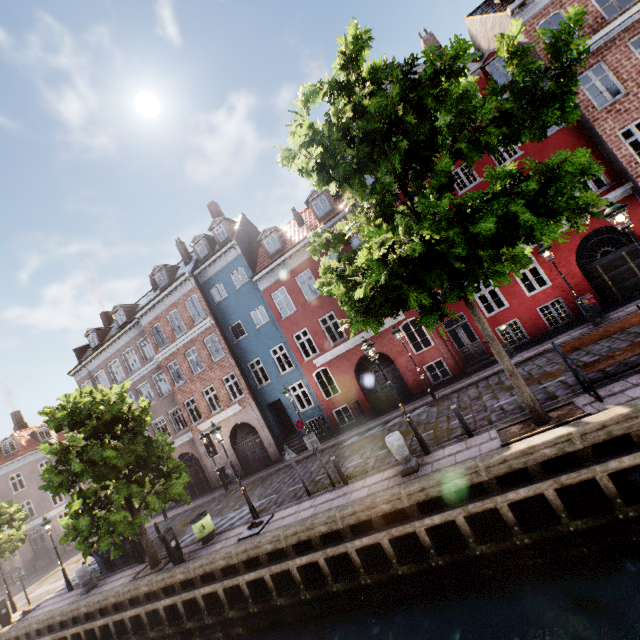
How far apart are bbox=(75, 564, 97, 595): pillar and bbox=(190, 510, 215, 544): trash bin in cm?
702

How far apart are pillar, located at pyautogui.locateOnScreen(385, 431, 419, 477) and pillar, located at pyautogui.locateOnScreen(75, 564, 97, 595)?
16.0m

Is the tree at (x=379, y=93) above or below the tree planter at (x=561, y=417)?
above

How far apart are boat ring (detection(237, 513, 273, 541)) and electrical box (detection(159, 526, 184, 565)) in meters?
2.8 m

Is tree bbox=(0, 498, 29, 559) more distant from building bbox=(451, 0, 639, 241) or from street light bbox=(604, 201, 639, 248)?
building bbox=(451, 0, 639, 241)

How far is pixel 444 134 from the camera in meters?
6.9 m

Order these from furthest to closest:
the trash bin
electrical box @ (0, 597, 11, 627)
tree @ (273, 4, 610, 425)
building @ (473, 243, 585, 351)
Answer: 1. electrical box @ (0, 597, 11, 627)
2. building @ (473, 243, 585, 351)
3. the trash bin
4. tree @ (273, 4, 610, 425)

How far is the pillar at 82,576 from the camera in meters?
14.5
